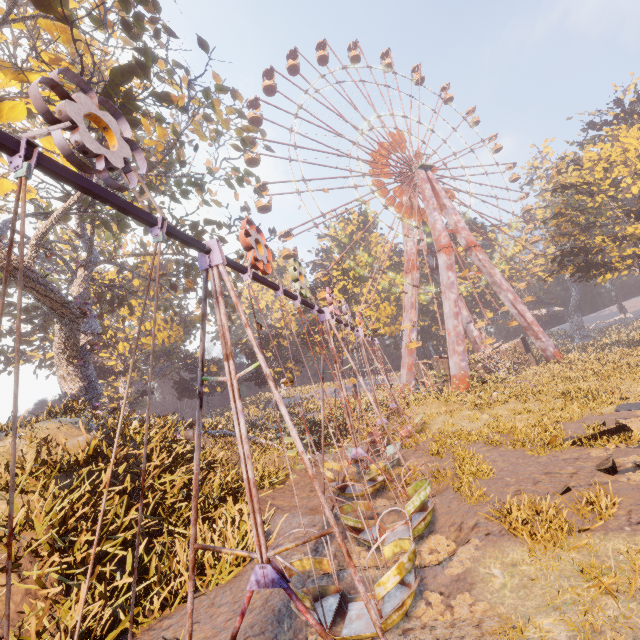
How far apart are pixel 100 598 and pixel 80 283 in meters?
19.7 m

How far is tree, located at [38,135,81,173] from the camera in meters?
15.1 m

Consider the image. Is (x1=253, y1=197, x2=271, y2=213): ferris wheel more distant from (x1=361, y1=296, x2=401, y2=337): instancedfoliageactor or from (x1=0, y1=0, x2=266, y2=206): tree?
(x1=0, y1=0, x2=266, y2=206): tree

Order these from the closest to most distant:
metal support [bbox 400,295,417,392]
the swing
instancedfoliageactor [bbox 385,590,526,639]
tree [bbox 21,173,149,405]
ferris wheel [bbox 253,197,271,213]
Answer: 1. the swing
2. instancedfoliageactor [bbox 385,590,526,639]
3. tree [bbox 21,173,149,405]
4. ferris wheel [bbox 253,197,271,213]
5. metal support [bbox 400,295,417,392]

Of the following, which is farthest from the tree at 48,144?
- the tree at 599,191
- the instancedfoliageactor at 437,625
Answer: the tree at 599,191

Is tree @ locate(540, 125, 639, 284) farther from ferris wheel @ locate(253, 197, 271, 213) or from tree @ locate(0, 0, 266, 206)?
tree @ locate(0, 0, 266, 206)

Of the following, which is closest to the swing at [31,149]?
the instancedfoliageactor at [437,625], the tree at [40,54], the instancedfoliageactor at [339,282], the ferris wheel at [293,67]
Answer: the instancedfoliageactor at [437,625]
